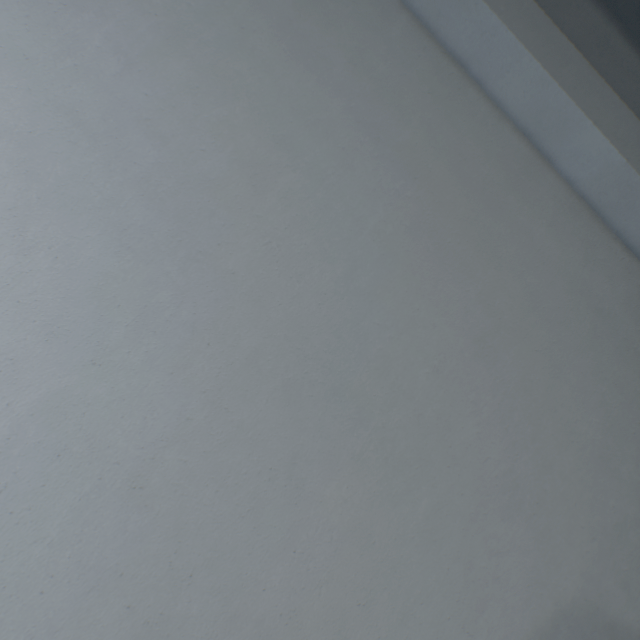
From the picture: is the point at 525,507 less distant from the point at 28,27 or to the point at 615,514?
the point at 615,514
